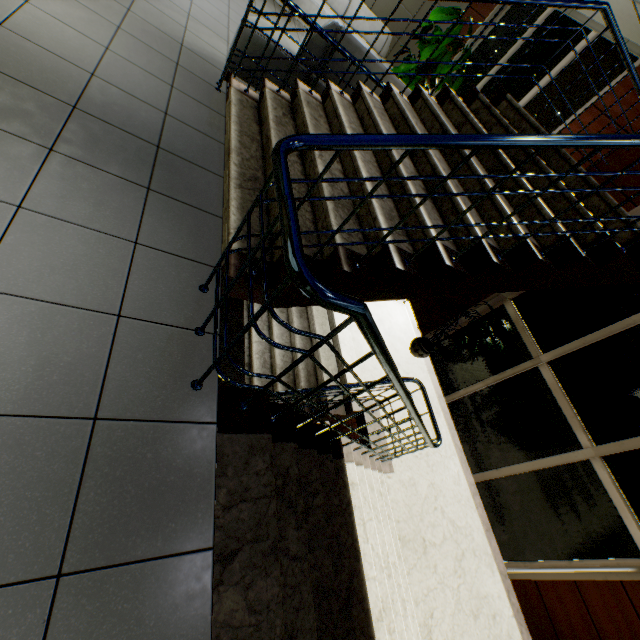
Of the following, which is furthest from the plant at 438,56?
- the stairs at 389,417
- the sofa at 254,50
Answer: the stairs at 389,417

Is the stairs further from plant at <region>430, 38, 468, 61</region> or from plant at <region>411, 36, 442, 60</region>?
plant at <region>411, 36, 442, 60</region>

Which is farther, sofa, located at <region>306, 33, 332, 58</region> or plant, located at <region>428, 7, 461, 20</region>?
plant, located at <region>428, 7, 461, 20</region>

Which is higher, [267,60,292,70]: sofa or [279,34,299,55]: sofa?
[279,34,299,55]: sofa

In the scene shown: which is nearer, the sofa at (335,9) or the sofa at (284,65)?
the sofa at (284,65)

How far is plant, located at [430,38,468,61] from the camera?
6.5m

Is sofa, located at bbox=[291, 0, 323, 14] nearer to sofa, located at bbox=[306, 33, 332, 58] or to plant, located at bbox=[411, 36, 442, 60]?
plant, located at bbox=[411, 36, 442, 60]

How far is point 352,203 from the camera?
2.56m
